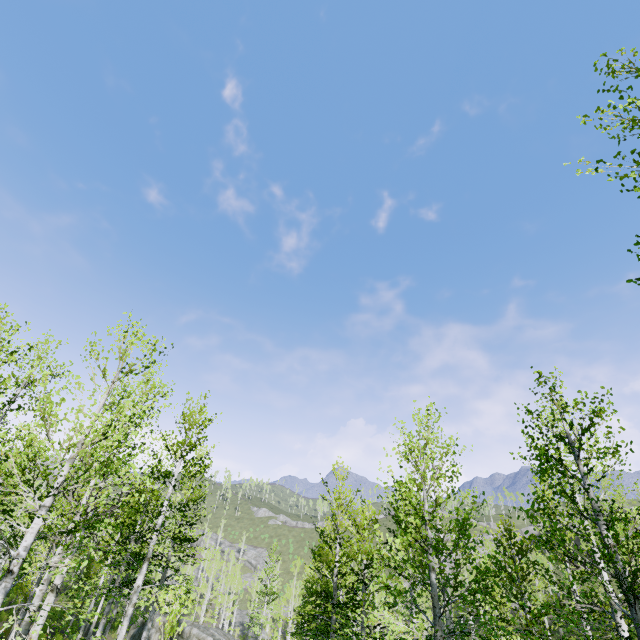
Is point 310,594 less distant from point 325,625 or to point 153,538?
point 325,625

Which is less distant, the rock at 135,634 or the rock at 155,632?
the rock at 155,632

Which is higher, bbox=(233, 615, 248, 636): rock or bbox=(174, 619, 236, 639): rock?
bbox=(174, 619, 236, 639): rock

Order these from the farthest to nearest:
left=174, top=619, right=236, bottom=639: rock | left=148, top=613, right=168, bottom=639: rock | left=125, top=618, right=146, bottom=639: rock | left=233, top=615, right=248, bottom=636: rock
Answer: left=233, top=615, right=248, bottom=636: rock
left=125, top=618, right=146, bottom=639: rock
left=148, top=613, right=168, bottom=639: rock
left=174, top=619, right=236, bottom=639: rock

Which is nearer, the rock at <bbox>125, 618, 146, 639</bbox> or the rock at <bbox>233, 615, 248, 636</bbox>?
the rock at <bbox>125, 618, 146, 639</bbox>

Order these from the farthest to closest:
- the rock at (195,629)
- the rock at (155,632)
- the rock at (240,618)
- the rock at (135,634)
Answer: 1. the rock at (240,618)
2. the rock at (135,634)
3. the rock at (155,632)
4. the rock at (195,629)

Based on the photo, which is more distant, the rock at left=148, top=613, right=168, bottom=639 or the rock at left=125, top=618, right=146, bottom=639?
the rock at left=125, top=618, right=146, bottom=639
